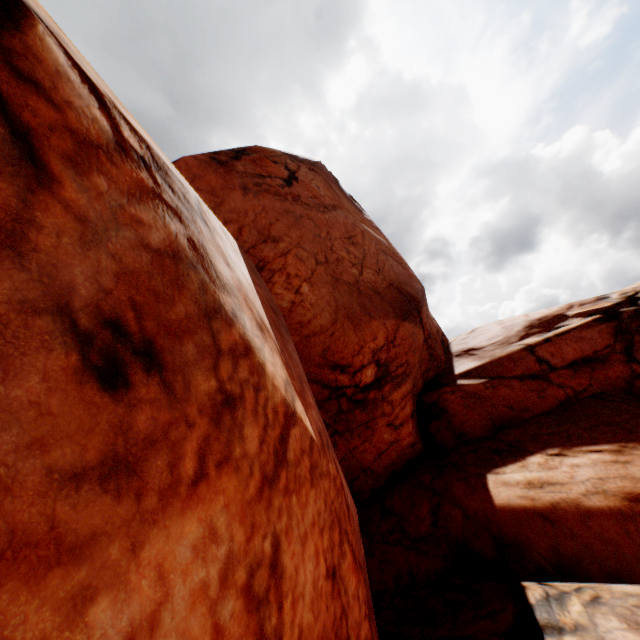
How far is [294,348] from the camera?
5.1m
